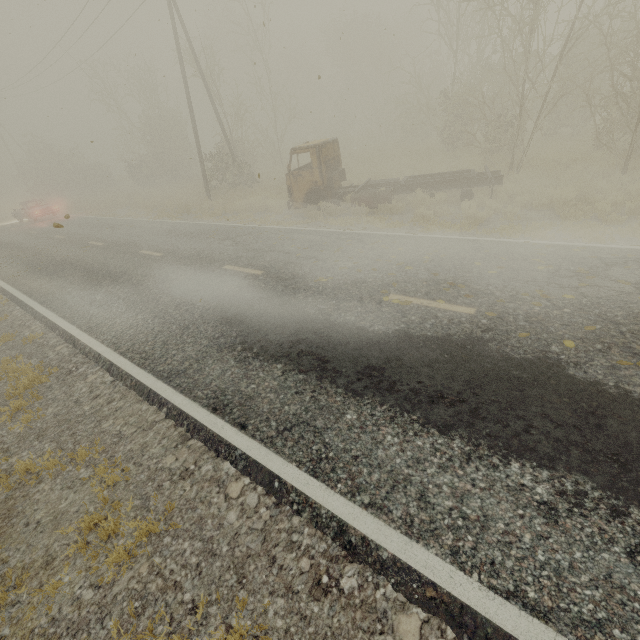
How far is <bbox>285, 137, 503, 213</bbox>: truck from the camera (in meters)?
11.32

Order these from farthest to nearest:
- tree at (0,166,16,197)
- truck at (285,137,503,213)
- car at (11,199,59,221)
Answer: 1. tree at (0,166,16,197)
2. car at (11,199,59,221)
3. truck at (285,137,503,213)

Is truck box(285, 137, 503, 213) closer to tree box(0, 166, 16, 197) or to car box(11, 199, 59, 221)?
car box(11, 199, 59, 221)

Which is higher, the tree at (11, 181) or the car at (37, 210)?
the tree at (11, 181)

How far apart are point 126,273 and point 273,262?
4.88m

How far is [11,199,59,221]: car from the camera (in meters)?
23.70

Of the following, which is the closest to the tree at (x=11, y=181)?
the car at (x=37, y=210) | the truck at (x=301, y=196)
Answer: the car at (x=37, y=210)

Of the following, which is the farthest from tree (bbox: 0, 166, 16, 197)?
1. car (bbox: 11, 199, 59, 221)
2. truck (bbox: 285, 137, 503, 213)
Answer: truck (bbox: 285, 137, 503, 213)
